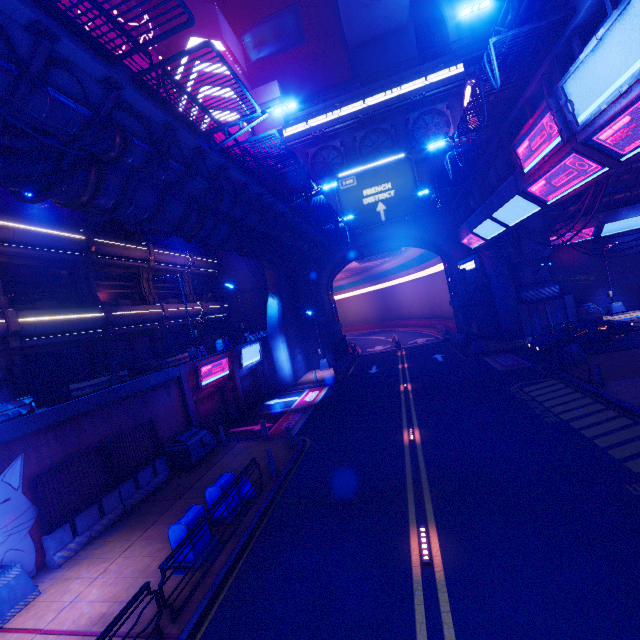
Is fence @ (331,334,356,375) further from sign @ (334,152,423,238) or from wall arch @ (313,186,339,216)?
sign @ (334,152,423,238)

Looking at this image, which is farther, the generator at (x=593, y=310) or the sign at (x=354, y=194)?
the sign at (x=354, y=194)

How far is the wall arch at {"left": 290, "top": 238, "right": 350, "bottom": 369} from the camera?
32.78m

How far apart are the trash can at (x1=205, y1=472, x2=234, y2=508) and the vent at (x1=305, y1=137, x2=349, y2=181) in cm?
3086

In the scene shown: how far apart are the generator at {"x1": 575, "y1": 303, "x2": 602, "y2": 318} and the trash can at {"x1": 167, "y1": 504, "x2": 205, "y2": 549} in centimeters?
3153cm

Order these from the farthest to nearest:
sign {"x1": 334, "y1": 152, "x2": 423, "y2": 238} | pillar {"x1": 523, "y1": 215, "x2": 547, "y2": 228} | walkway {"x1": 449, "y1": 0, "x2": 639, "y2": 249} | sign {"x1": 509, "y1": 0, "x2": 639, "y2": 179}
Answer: sign {"x1": 334, "y1": 152, "x2": 423, "y2": 238}, pillar {"x1": 523, "y1": 215, "x2": 547, "y2": 228}, walkway {"x1": 449, "y1": 0, "x2": 639, "y2": 249}, sign {"x1": 509, "y1": 0, "x2": 639, "y2": 179}

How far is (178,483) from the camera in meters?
13.7

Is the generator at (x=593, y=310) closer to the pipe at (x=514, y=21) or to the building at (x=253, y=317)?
the pipe at (x=514, y=21)
